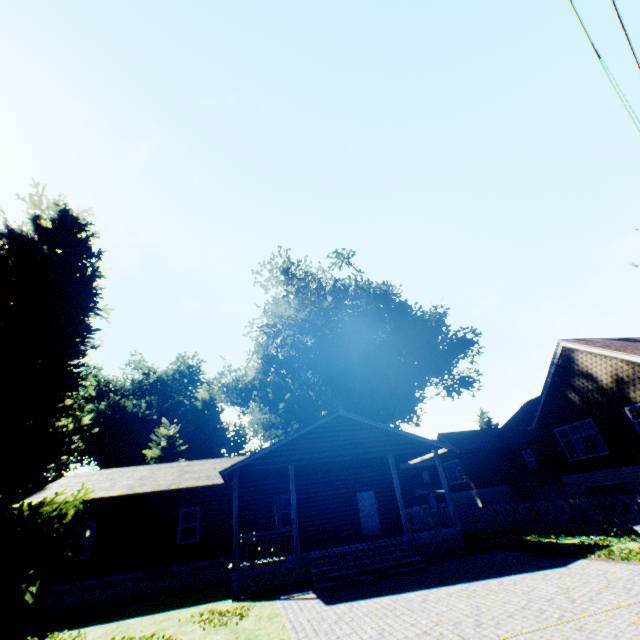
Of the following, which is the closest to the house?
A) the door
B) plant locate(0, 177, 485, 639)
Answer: the door

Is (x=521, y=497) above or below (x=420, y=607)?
above

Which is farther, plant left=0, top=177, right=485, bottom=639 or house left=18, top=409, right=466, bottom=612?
house left=18, top=409, right=466, bottom=612

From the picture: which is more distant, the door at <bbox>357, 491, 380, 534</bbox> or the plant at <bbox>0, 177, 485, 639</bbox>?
the door at <bbox>357, 491, 380, 534</bbox>

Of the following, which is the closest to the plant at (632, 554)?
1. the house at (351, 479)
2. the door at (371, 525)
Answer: the house at (351, 479)

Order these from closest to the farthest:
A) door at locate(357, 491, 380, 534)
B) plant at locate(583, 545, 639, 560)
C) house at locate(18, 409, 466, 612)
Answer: plant at locate(583, 545, 639, 560) → house at locate(18, 409, 466, 612) → door at locate(357, 491, 380, 534)

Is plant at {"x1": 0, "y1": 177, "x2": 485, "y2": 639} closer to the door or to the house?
the house

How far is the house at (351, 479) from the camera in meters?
13.4 m
